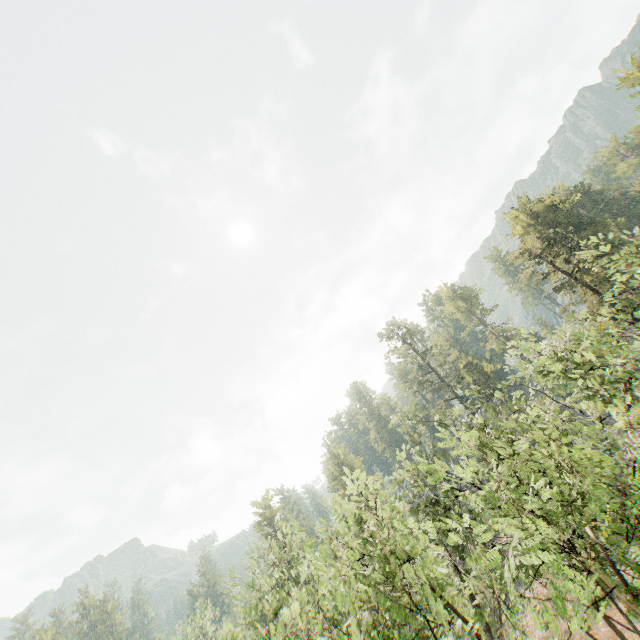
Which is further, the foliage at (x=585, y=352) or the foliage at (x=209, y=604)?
the foliage at (x=209, y=604)

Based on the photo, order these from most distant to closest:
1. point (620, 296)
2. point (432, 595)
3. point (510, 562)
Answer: point (620, 296)
point (432, 595)
point (510, 562)

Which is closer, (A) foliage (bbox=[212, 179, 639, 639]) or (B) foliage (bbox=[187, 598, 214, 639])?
(A) foliage (bbox=[212, 179, 639, 639])
